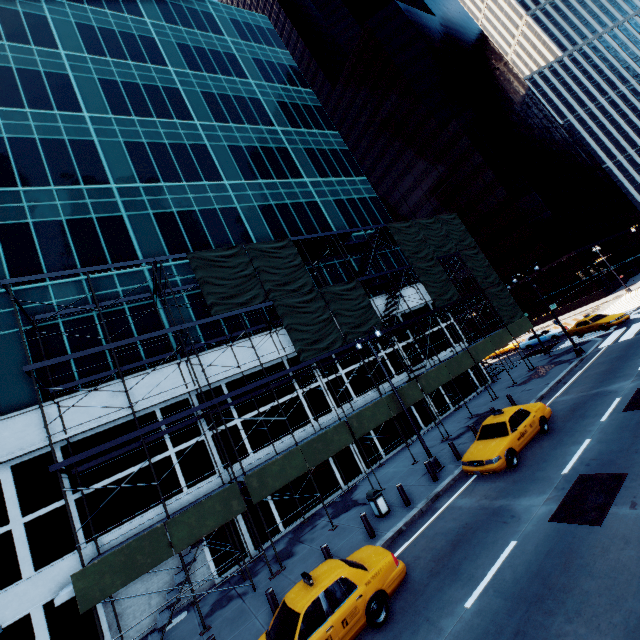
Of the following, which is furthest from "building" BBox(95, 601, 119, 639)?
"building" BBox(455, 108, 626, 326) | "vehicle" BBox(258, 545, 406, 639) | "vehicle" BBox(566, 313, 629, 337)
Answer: "building" BBox(455, 108, 626, 326)

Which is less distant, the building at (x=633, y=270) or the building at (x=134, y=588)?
the building at (x=134, y=588)

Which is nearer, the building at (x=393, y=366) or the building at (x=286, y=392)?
the building at (x=286, y=392)

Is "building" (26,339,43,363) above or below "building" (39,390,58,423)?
above

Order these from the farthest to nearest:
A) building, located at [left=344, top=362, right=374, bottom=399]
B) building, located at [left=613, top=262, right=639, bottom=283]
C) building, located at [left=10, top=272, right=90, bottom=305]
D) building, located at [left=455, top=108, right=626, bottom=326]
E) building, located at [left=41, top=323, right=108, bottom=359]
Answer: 1. building, located at [left=613, top=262, right=639, bottom=283]
2. building, located at [left=455, top=108, right=626, bottom=326]
3. building, located at [left=344, top=362, right=374, bottom=399]
4. building, located at [left=10, top=272, right=90, bottom=305]
5. building, located at [left=41, top=323, right=108, bottom=359]

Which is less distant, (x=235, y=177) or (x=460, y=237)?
(x=235, y=177)
